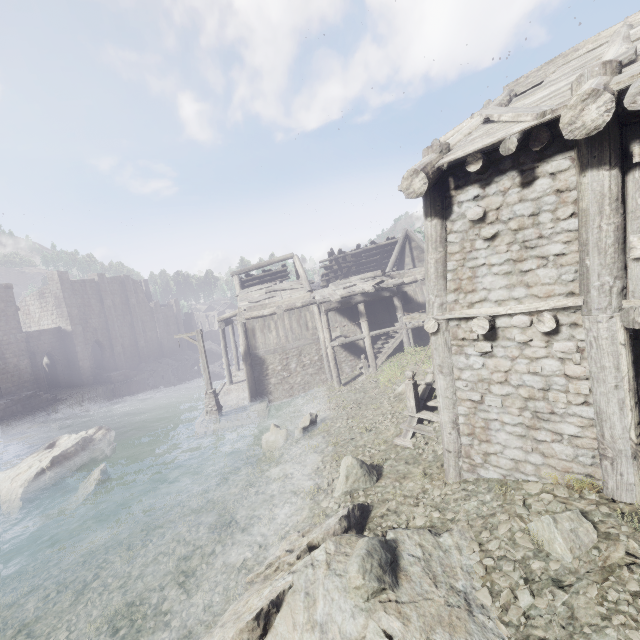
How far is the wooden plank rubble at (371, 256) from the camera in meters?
26.0 m

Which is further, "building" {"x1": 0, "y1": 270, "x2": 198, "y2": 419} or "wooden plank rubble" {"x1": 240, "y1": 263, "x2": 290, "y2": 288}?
"building" {"x1": 0, "y1": 270, "x2": 198, "y2": 419}

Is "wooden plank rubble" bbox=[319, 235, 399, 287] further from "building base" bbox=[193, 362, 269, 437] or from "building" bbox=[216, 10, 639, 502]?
"building base" bbox=[193, 362, 269, 437]

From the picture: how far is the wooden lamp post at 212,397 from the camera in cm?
1823

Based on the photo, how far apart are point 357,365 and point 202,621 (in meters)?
16.08

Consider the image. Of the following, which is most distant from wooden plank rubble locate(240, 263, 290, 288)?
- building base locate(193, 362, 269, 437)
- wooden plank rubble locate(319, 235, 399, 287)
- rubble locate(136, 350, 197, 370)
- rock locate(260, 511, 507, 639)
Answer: rubble locate(136, 350, 197, 370)

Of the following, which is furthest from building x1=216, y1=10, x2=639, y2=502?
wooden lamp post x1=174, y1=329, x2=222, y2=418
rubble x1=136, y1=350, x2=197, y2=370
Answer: wooden lamp post x1=174, y1=329, x2=222, y2=418

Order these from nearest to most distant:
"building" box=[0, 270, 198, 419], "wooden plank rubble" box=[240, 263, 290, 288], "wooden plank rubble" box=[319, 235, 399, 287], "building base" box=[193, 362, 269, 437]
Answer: "building base" box=[193, 362, 269, 437] → "wooden plank rubble" box=[240, 263, 290, 288] → "wooden plank rubble" box=[319, 235, 399, 287] → "building" box=[0, 270, 198, 419]
